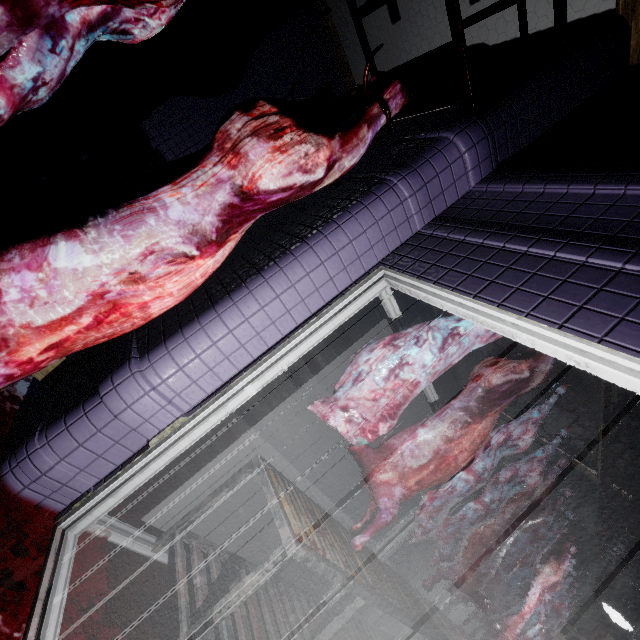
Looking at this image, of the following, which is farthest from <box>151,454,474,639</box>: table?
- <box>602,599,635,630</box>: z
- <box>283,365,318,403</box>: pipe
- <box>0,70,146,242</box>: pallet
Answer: <box>283,365,318,403</box>: pipe

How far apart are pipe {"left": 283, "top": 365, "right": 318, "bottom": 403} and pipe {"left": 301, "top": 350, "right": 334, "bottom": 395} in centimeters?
11cm

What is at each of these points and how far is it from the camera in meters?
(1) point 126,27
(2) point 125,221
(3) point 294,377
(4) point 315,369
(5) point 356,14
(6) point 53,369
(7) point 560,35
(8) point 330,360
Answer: (1) meat, 1.2 m
(2) meat, 0.9 m
(3) pipe, 5.6 m
(4) pipe, 5.7 m
(5) rig, 1.4 m
(6) pallet, 1.9 m
(7) rig, 1.3 m
(8) pipe, 5.8 m

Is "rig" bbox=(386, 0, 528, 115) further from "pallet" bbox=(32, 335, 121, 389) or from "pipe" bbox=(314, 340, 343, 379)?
"pipe" bbox=(314, 340, 343, 379)

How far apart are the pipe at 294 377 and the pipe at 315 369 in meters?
0.1 m

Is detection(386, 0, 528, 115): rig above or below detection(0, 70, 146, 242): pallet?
above
